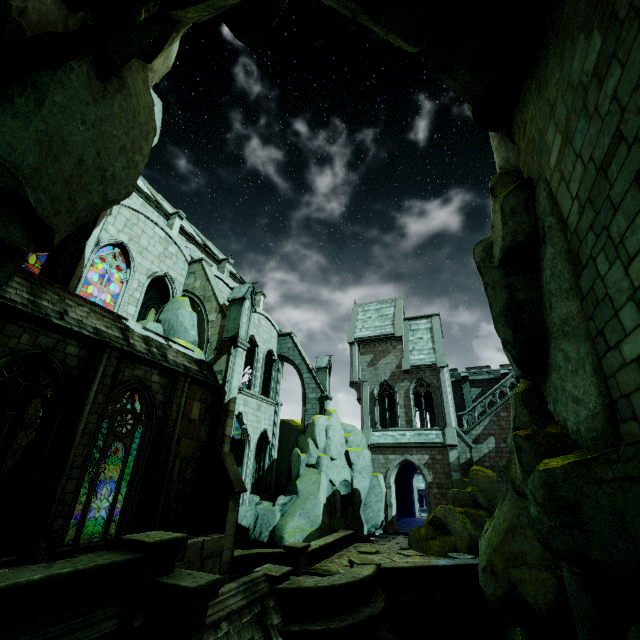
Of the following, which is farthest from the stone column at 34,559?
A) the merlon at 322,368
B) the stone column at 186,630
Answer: the merlon at 322,368

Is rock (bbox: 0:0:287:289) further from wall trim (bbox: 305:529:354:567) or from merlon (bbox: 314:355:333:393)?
merlon (bbox: 314:355:333:393)

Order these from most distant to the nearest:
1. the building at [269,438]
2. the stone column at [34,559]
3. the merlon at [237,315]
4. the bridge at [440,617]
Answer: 1. the building at [269,438]
2. the merlon at [237,315]
3. the bridge at [440,617]
4. the stone column at [34,559]

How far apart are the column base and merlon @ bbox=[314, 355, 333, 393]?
19.08m

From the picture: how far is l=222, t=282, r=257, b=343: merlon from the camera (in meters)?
16.08

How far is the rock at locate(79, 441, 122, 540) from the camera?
11.05m

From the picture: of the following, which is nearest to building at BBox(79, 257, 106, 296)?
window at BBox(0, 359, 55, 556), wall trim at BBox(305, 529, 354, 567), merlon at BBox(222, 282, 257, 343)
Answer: window at BBox(0, 359, 55, 556)

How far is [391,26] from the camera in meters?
7.1
